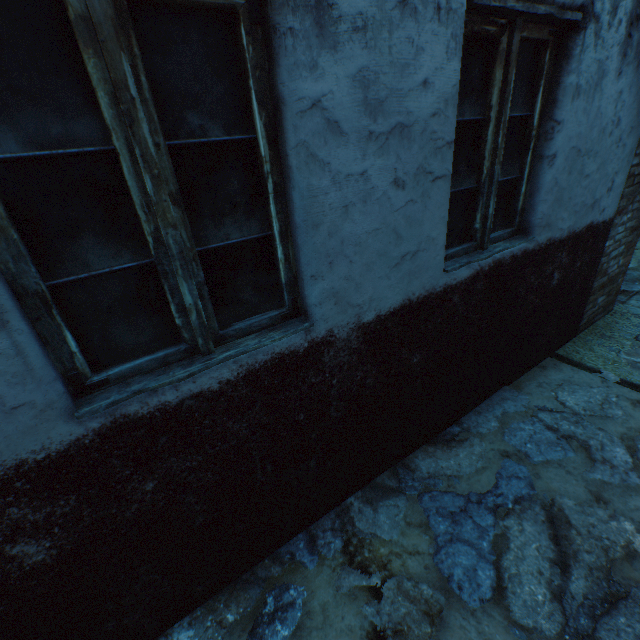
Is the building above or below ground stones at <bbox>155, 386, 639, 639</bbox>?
above

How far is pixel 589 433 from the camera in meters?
2.6

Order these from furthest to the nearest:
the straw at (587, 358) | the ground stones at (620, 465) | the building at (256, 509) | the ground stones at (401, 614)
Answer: the straw at (587, 358), the ground stones at (620, 465), the ground stones at (401, 614), the building at (256, 509)

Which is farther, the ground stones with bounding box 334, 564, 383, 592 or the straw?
the straw

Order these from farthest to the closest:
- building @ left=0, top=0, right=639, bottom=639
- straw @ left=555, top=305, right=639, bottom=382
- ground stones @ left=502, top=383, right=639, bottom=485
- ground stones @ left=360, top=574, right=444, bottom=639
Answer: straw @ left=555, top=305, right=639, bottom=382 → ground stones @ left=502, top=383, right=639, bottom=485 → ground stones @ left=360, top=574, right=444, bottom=639 → building @ left=0, top=0, right=639, bottom=639

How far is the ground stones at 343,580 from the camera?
1.8m

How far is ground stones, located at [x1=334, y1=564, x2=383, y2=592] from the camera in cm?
185

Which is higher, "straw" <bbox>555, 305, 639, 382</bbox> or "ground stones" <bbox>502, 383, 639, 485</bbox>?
"ground stones" <bbox>502, 383, 639, 485</bbox>
